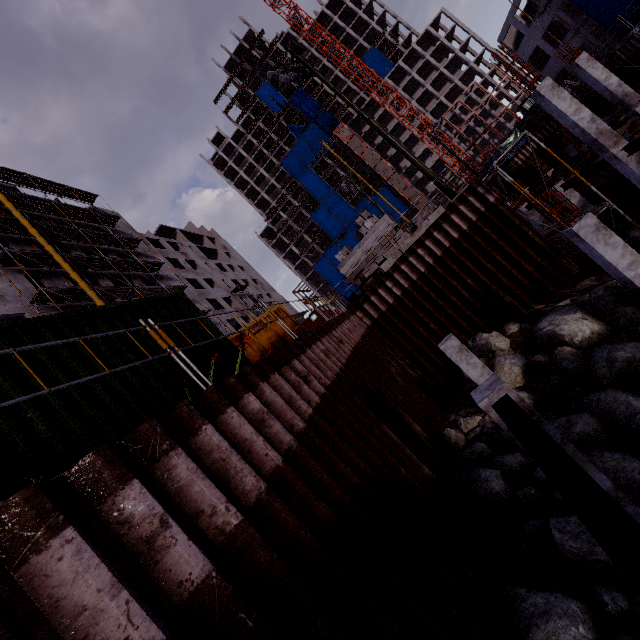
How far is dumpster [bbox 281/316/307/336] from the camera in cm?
1094

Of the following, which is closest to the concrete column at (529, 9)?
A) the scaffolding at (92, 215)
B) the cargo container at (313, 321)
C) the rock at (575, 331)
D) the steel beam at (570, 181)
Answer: the steel beam at (570, 181)

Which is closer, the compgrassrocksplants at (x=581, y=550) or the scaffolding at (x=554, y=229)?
the compgrassrocksplants at (x=581, y=550)

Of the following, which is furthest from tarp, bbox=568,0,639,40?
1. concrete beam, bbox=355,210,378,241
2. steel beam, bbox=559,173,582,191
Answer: concrete beam, bbox=355,210,378,241

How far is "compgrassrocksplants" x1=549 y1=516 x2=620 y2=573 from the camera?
5.0 meters

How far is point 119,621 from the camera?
1.8m

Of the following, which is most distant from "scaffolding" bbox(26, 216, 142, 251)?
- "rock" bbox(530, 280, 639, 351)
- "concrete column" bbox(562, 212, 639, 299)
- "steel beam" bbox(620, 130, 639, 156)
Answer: "steel beam" bbox(620, 130, 639, 156)

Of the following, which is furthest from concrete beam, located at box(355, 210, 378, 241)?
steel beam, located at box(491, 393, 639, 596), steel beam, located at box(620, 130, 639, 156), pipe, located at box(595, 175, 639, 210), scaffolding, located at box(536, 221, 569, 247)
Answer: steel beam, located at box(491, 393, 639, 596)
